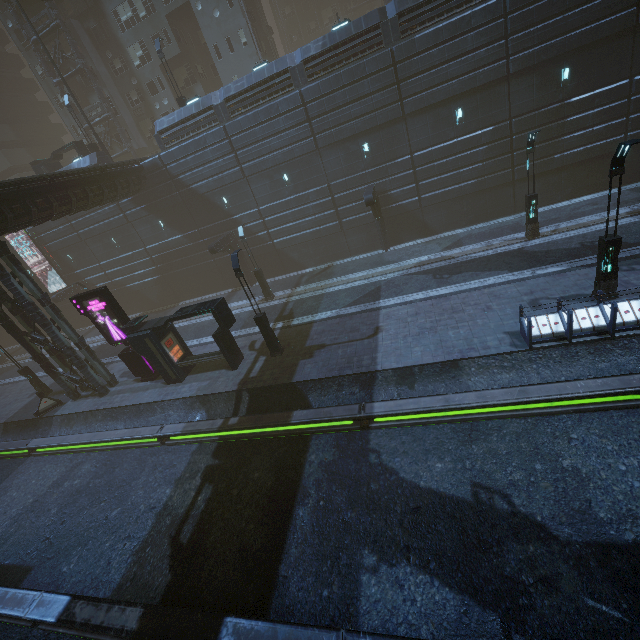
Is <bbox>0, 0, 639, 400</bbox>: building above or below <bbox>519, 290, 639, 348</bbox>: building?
above

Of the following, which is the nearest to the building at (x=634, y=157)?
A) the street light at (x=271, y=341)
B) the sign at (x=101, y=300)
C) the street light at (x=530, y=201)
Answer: the sign at (x=101, y=300)

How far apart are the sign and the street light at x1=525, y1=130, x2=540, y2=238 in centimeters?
2268cm

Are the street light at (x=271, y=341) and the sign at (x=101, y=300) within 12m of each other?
Result: yes

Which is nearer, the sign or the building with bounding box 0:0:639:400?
the sign

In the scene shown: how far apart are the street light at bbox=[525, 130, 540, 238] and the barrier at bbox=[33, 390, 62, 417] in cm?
3056

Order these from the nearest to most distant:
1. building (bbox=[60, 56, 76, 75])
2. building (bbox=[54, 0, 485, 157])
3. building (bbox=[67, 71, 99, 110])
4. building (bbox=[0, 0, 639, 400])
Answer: building (bbox=[0, 0, 639, 400]), building (bbox=[54, 0, 485, 157]), building (bbox=[60, 56, 76, 75]), building (bbox=[67, 71, 99, 110])

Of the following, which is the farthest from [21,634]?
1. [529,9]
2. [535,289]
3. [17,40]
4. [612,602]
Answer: [17,40]
